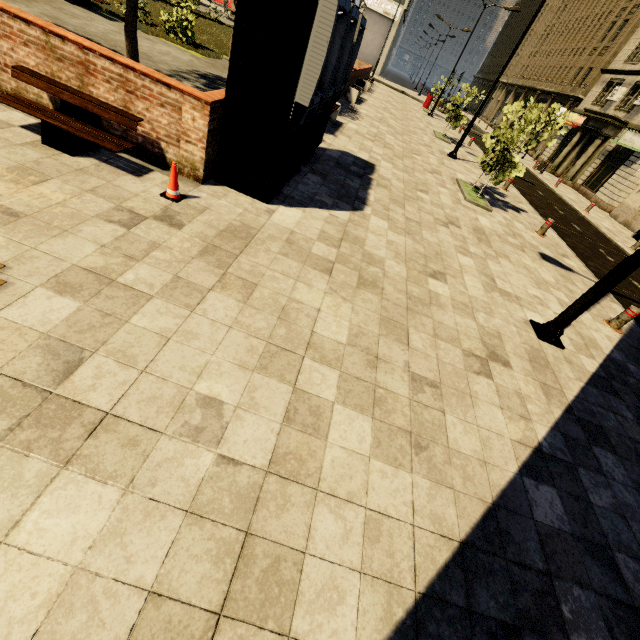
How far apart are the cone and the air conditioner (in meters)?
35.94

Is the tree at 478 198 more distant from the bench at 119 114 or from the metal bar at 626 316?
the metal bar at 626 316

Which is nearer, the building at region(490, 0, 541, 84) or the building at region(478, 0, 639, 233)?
the building at region(478, 0, 639, 233)

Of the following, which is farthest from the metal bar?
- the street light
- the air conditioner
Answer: the air conditioner

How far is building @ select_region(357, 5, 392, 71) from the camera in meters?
43.2 m

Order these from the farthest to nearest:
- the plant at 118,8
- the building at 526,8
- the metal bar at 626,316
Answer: the building at 526,8 → the plant at 118,8 → the metal bar at 626,316

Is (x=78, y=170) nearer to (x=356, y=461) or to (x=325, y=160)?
(x=356, y=461)

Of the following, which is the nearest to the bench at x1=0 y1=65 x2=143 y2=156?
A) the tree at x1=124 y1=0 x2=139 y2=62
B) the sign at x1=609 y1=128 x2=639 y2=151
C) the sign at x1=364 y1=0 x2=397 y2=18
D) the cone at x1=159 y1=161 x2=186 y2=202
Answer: the cone at x1=159 y1=161 x2=186 y2=202
